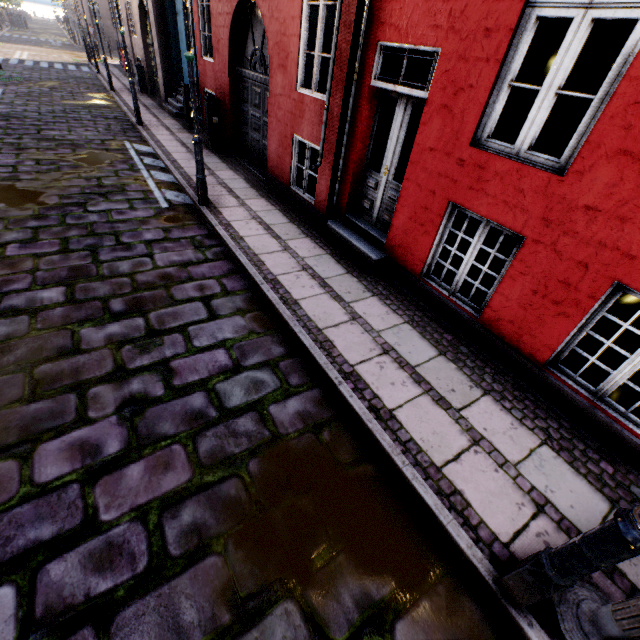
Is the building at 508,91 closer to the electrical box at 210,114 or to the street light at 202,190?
the electrical box at 210,114

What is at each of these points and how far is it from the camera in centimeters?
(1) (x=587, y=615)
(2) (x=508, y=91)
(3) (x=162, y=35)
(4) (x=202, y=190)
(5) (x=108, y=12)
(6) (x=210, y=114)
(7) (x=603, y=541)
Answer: (1) hydrant, 207cm
(2) building, 341cm
(3) building, 1220cm
(4) street light, 621cm
(5) building, 3070cm
(6) electrical box, 920cm
(7) street light, 157cm

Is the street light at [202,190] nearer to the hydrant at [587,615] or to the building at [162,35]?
the hydrant at [587,615]

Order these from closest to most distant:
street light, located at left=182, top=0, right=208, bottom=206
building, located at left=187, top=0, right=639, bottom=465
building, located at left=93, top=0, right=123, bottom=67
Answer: building, located at left=187, top=0, right=639, bottom=465, street light, located at left=182, top=0, right=208, bottom=206, building, located at left=93, top=0, right=123, bottom=67

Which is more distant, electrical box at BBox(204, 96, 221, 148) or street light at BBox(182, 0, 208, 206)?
electrical box at BBox(204, 96, 221, 148)

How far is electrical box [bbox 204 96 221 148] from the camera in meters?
9.1

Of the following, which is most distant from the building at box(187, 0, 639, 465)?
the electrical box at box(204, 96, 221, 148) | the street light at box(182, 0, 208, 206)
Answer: the street light at box(182, 0, 208, 206)
